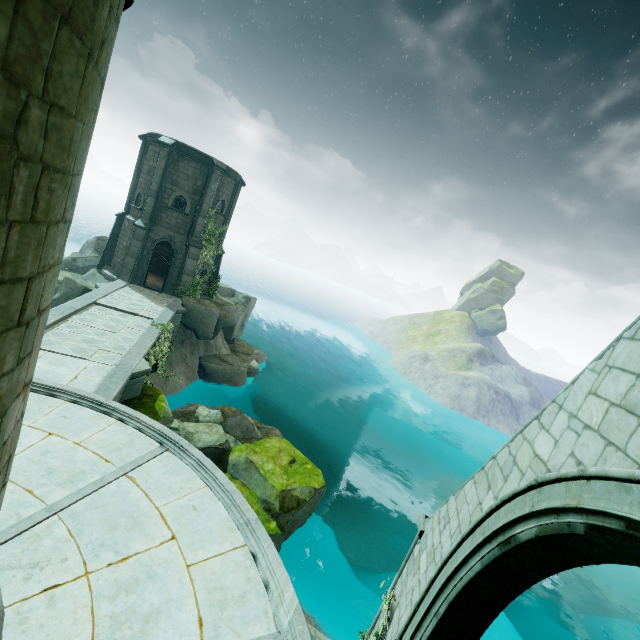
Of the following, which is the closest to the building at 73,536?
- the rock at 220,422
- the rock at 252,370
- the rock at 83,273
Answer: the rock at 220,422

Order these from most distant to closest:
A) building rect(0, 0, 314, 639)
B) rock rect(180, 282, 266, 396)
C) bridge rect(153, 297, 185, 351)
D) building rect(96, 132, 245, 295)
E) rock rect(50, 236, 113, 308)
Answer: rock rect(180, 282, 266, 396)
building rect(96, 132, 245, 295)
rock rect(50, 236, 113, 308)
bridge rect(153, 297, 185, 351)
building rect(0, 0, 314, 639)

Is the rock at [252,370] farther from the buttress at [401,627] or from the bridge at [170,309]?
the buttress at [401,627]

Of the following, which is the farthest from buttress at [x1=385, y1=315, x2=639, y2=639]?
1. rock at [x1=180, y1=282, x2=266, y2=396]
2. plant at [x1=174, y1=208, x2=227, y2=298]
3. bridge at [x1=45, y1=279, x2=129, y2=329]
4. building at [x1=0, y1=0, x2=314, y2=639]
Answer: plant at [x1=174, y1=208, x2=227, y2=298]

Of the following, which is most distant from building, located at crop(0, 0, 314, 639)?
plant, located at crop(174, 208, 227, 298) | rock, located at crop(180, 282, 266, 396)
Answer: plant, located at crop(174, 208, 227, 298)

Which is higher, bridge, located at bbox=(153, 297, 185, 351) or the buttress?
the buttress

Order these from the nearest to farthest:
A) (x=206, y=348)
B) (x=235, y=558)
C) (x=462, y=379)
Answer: (x=235, y=558)
(x=206, y=348)
(x=462, y=379)

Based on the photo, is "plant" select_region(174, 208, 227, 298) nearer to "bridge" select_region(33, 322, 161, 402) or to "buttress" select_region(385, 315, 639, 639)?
"bridge" select_region(33, 322, 161, 402)
